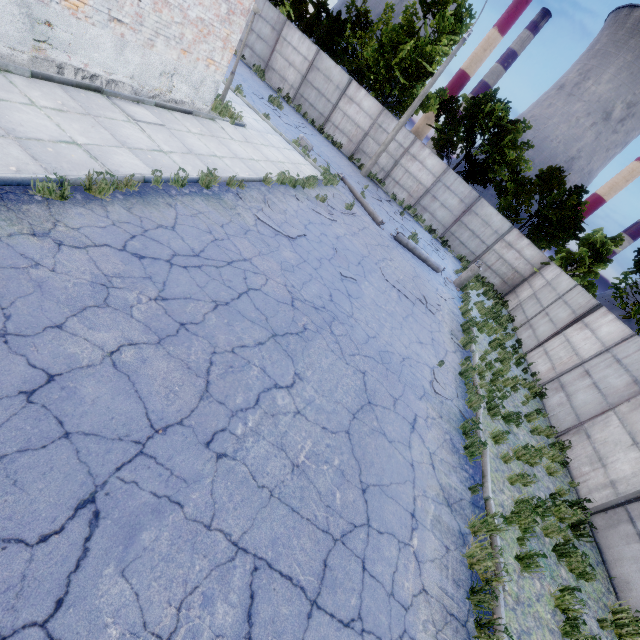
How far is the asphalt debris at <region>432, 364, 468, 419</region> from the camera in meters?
7.8 m

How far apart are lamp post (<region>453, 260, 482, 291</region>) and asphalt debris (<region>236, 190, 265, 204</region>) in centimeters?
1018cm

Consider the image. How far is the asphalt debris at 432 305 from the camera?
10.95m

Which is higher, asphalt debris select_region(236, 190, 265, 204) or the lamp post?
the lamp post

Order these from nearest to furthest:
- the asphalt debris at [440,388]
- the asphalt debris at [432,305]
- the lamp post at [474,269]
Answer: the asphalt debris at [440,388], the asphalt debris at [432,305], the lamp post at [474,269]

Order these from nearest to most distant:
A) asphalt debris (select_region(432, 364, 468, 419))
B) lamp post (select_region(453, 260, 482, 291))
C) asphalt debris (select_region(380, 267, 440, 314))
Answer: asphalt debris (select_region(432, 364, 468, 419))
asphalt debris (select_region(380, 267, 440, 314))
lamp post (select_region(453, 260, 482, 291))

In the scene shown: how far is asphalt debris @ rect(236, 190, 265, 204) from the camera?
8.3m

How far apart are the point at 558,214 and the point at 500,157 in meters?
7.5
